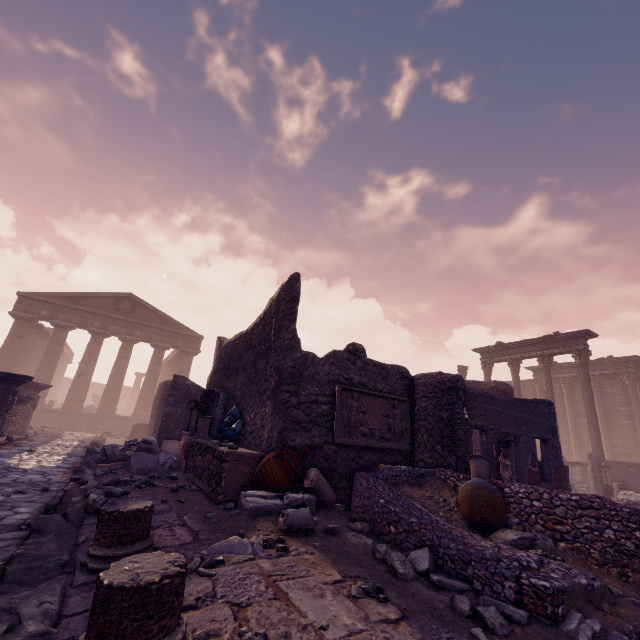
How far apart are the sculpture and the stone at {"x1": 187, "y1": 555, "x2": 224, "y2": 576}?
7.3m

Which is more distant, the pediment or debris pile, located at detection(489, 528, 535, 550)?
the pediment

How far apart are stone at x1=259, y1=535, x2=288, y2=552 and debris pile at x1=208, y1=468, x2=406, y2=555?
0.0m

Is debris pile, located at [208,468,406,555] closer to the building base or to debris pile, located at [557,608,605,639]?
debris pile, located at [557,608,605,639]

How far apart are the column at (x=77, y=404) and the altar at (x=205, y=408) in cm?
1611

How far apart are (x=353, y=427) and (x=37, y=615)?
4.8m

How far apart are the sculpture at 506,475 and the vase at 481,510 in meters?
2.6 m

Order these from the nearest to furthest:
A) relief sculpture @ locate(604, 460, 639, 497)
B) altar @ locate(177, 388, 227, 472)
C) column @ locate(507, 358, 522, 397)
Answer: altar @ locate(177, 388, 227, 472) < relief sculpture @ locate(604, 460, 639, 497) < column @ locate(507, 358, 522, 397)
